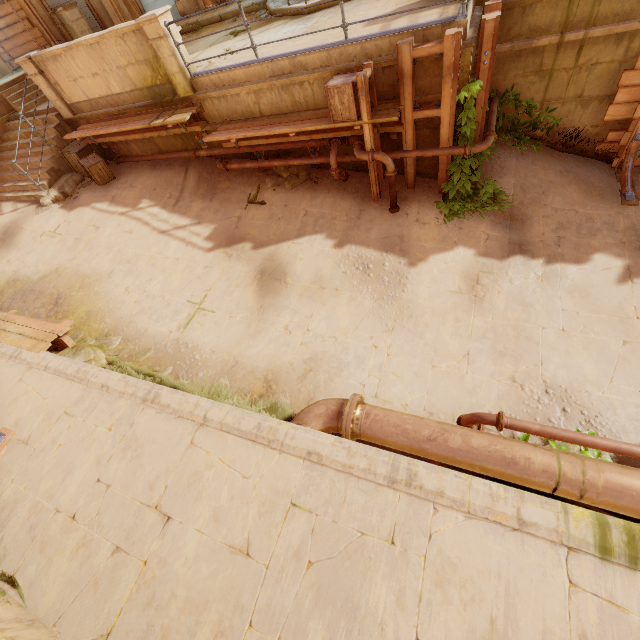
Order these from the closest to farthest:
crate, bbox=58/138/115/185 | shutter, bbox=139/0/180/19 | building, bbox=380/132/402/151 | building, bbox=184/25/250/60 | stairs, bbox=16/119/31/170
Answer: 1. building, bbox=380/132/402/151
2. building, bbox=184/25/250/60
3. crate, bbox=58/138/115/185
4. stairs, bbox=16/119/31/170
5. shutter, bbox=139/0/180/19

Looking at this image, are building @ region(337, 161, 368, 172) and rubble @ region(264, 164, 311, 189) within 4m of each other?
yes

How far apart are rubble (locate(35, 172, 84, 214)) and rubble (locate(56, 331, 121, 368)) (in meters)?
5.49

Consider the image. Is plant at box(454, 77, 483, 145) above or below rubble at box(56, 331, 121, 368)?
above

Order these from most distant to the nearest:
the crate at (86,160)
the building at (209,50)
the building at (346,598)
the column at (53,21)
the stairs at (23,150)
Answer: the column at (53,21)
the stairs at (23,150)
the crate at (86,160)
the building at (209,50)
the building at (346,598)

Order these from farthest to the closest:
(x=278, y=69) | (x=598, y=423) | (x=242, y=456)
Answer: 1. (x=278, y=69)
2. (x=598, y=423)
3. (x=242, y=456)

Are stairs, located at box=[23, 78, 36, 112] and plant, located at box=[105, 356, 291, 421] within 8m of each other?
no

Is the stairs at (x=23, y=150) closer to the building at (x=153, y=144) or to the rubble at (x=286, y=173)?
the building at (x=153, y=144)
